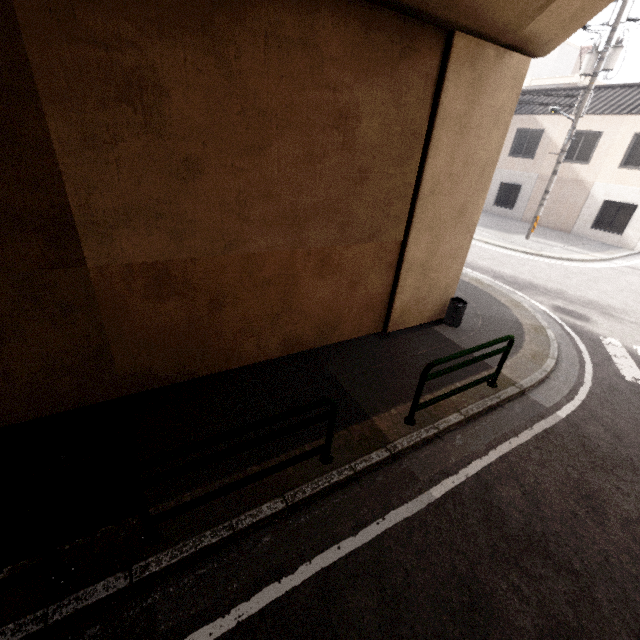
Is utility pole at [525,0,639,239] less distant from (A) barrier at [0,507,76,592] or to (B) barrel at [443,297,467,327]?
(B) barrel at [443,297,467,327]

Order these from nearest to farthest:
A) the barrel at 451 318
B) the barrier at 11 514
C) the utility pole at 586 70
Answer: the barrier at 11 514
the barrel at 451 318
the utility pole at 586 70

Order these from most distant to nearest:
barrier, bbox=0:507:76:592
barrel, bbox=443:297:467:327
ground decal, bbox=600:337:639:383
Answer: barrel, bbox=443:297:467:327
ground decal, bbox=600:337:639:383
barrier, bbox=0:507:76:592

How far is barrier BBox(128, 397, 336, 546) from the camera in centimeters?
275cm

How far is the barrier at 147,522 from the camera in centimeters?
275cm

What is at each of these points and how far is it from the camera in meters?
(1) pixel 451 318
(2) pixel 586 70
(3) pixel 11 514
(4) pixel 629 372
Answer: (1) barrel, 7.4
(2) utility pole, 12.7
(3) barrier, 2.3
(4) ground decal, 6.6

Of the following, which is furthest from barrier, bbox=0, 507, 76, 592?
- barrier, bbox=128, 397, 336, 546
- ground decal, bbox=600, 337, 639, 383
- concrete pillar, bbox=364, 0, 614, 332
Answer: ground decal, bbox=600, 337, 639, 383

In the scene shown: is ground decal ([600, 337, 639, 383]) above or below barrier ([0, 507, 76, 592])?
below
